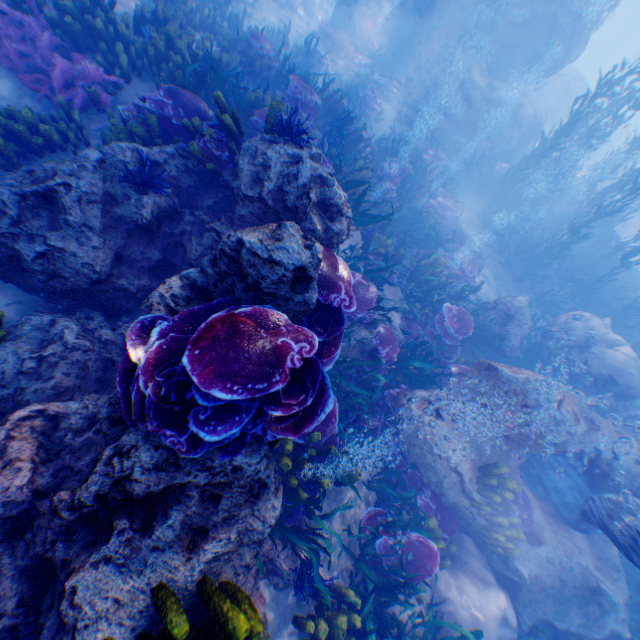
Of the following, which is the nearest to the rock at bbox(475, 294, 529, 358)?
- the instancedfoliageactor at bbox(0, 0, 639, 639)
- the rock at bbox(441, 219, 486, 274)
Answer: the instancedfoliageactor at bbox(0, 0, 639, 639)

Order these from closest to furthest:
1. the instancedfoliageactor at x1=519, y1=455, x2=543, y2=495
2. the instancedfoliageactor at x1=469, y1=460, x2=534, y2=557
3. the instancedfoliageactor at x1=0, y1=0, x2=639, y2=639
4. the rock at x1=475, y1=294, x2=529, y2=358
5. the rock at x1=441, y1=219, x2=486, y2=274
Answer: the instancedfoliageactor at x1=0, y1=0, x2=639, y2=639
the instancedfoliageactor at x1=469, y1=460, x2=534, y2=557
the instancedfoliageactor at x1=519, y1=455, x2=543, y2=495
the rock at x1=475, y1=294, x2=529, y2=358
the rock at x1=441, y1=219, x2=486, y2=274

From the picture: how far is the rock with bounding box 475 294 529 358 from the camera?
9.2 meters

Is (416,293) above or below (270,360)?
below

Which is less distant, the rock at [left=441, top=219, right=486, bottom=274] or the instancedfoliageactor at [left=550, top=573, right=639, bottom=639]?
the instancedfoliageactor at [left=550, top=573, right=639, bottom=639]

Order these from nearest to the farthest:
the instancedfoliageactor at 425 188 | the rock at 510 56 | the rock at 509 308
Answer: the instancedfoliageactor at 425 188, the rock at 509 308, the rock at 510 56

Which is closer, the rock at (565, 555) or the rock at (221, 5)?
the rock at (565, 555)

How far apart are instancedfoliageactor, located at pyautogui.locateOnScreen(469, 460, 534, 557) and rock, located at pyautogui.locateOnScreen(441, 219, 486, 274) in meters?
7.1
